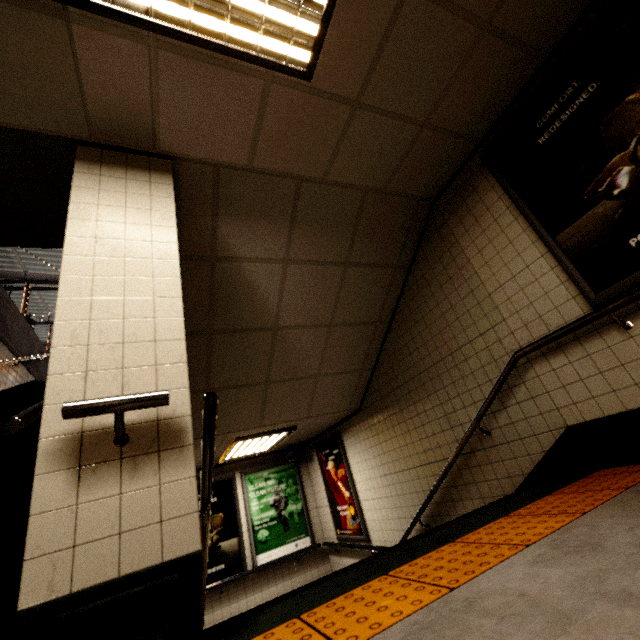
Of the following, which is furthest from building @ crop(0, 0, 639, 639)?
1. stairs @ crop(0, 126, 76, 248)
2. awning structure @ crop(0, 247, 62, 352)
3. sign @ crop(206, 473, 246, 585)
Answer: sign @ crop(206, 473, 246, 585)

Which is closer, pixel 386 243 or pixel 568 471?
pixel 568 471

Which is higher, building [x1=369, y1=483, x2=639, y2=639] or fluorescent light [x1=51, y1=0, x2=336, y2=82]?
fluorescent light [x1=51, y1=0, x2=336, y2=82]

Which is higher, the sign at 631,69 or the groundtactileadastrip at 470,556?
the sign at 631,69

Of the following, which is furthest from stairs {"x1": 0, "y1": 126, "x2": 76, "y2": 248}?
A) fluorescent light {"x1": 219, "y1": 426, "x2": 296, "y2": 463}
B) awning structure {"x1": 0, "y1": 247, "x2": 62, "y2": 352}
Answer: fluorescent light {"x1": 219, "y1": 426, "x2": 296, "y2": 463}

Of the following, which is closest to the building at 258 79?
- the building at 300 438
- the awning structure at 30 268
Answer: the awning structure at 30 268

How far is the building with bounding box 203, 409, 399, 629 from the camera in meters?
5.0

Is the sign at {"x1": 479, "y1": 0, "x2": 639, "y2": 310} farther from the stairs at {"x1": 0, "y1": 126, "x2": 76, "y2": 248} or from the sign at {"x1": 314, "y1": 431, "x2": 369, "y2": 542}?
the sign at {"x1": 314, "y1": 431, "x2": 369, "y2": 542}
